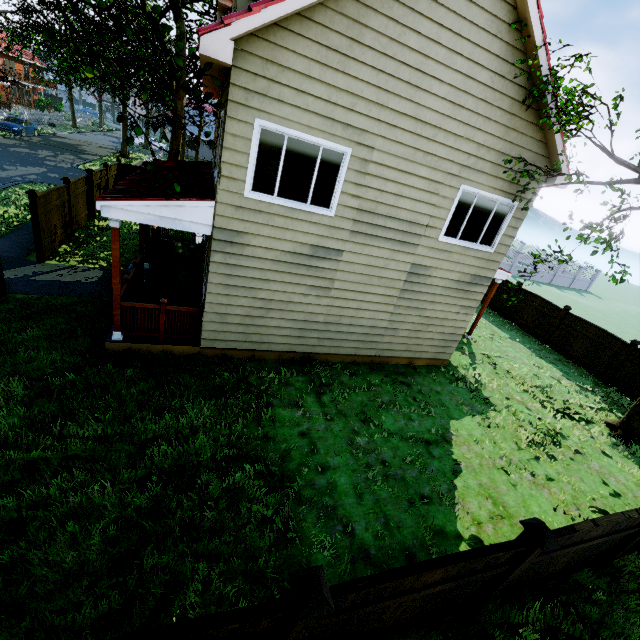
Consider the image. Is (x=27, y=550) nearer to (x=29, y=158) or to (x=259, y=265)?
(x=259, y=265)

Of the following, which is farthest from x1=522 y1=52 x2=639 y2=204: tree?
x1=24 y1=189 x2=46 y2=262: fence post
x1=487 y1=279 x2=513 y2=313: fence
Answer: x1=487 y1=279 x2=513 y2=313: fence

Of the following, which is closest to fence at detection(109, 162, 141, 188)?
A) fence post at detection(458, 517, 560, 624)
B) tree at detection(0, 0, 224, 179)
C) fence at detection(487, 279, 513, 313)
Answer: fence post at detection(458, 517, 560, 624)

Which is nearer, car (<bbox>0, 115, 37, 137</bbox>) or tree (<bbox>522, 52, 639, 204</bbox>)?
tree (<bbox>522, 52, 639, 204</bbox>)

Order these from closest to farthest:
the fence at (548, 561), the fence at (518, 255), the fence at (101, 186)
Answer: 1. the fence at (548, 561)
2. the fence at (101, 186)
3. the fence at (518, 255)

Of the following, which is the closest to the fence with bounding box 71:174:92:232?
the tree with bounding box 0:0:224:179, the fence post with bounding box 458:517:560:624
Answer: the fence post with bounding box 458:517:560:624

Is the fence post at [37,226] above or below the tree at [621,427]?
above

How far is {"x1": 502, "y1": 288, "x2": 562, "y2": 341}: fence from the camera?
15.6m
